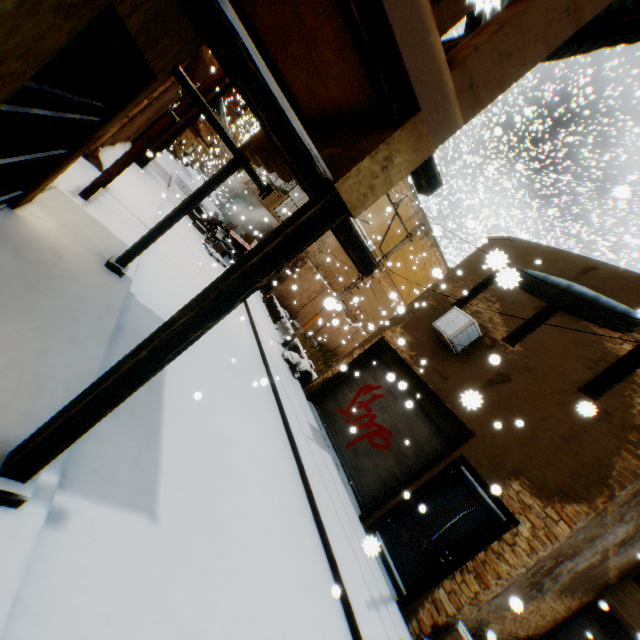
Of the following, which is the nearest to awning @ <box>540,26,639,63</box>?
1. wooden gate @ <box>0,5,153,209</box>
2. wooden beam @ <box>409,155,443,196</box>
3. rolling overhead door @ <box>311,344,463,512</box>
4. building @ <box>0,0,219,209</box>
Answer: building @ <box>0,0,219,209</box>

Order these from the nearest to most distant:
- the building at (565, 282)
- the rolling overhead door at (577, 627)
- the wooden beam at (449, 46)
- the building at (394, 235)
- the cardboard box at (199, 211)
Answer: the wooden beam at (449, 46)
the building at (565, 282)
the rolling overhead door at (577, 627)
the cardboard box at (199, 211)
the building at (394, 235)

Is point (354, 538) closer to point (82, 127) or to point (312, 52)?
point (312, 52)

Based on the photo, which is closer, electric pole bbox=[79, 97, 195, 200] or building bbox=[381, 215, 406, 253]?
electric pole bbox=[79, 97, 195, 200]

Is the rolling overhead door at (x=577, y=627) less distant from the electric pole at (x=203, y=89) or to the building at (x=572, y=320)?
the building at (x=572, y=320)

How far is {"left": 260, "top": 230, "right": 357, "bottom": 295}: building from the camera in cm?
1931

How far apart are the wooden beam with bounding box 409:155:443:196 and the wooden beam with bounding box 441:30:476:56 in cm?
107

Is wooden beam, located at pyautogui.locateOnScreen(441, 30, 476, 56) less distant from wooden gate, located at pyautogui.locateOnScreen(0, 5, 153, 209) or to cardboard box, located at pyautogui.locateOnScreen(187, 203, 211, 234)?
wooden gate, located at pyautogui.locateOnScreen(0, 5, 153, 209)
